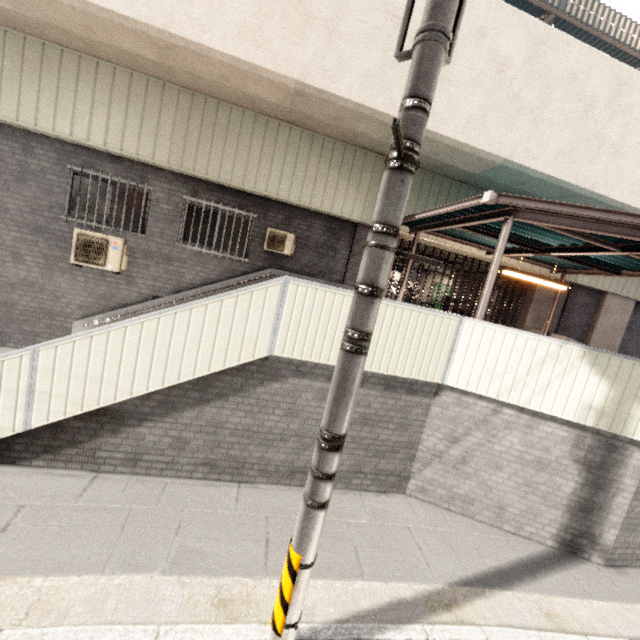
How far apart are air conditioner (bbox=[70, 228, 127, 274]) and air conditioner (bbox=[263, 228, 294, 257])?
3.3 meters

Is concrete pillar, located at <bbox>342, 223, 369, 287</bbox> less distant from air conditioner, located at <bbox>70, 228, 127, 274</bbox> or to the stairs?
the stairs

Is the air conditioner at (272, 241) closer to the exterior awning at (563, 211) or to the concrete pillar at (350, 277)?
the concrete pillar at (350, 277)

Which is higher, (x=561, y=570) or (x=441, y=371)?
(x=441, y=371)

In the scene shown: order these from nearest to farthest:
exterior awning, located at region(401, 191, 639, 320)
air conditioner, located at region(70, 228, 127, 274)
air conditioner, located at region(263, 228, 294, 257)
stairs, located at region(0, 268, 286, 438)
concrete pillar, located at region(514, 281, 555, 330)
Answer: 1. stairs, located at region(0, 268, 286, 438)
2. exterior awning, located at region(401, 191, 639, 320)
3. air conditioner, located at region(70, 228, 127, 274)
4. air conditioner, located at region(263, 228, 294, 257)
5. concrete pillar, located at region(514, 281, 555, 330)

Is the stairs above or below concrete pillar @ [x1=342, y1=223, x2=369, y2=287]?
below

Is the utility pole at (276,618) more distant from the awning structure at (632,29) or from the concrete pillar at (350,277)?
the awning structure at (632,29)

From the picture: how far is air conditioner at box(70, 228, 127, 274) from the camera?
7.7m
